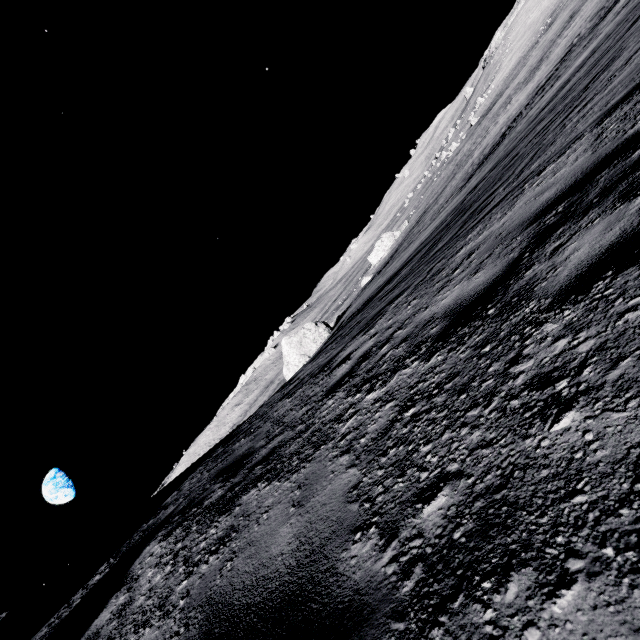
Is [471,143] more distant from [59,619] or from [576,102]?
[59,619]

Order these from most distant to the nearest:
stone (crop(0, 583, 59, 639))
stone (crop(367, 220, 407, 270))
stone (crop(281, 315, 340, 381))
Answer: stone (crop(367, 220, 407, 270)) < stone (crop(281, 315, 340, 381)) < stone (crop(0, 583, 59, 639))

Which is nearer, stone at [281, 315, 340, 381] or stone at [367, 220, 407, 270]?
stone at [281, 315, 340, 381]

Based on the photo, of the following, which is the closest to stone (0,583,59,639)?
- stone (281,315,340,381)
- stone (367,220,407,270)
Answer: stone (281,315,340,381)

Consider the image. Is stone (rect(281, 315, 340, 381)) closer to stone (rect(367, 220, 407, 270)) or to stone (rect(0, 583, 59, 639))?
stone (rect(0, 583, 59, 639))

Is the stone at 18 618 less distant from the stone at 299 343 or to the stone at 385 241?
the stone at 299 343

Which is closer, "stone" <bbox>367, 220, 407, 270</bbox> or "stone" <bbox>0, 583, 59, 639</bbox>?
"stone" <bbox>0, 583, 59, 639</bbox>

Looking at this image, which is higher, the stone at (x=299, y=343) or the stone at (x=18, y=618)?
the stone at (x=18, y=618)
